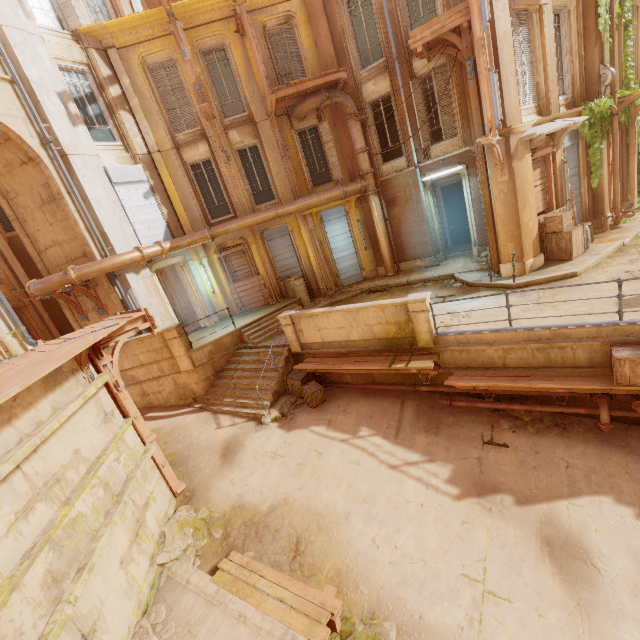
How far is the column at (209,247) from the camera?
15.30m

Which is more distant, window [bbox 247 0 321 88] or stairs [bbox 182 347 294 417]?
window [bbox 247 0 321 88]

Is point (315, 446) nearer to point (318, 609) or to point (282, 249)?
point (318, 609)

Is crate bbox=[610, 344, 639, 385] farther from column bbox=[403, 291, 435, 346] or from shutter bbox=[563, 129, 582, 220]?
shutter bbox=[563, 129, 582, 220]

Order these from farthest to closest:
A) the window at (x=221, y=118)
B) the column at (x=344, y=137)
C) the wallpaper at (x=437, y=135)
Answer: the wallpaper at (x=437, y=135)
the column at (x=344, y=137)
the window at (x=221, y=118)

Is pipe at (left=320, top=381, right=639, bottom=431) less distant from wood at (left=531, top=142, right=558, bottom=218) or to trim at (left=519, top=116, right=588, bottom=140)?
wood at (left=531, top=142, right=558, bottom=218)

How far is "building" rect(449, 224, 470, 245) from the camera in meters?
20.4 m

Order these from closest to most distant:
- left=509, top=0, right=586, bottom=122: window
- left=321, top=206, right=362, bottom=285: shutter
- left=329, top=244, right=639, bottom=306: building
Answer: left=329, top=244, right=639, bottom=306: building < left=509, top=0, right=586, bottom=122: window < left=321, top=206, right=362, bottom=285: shutter
